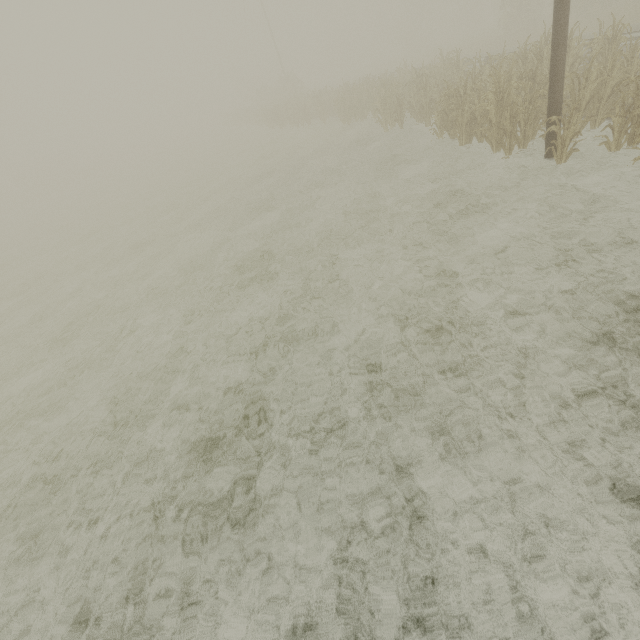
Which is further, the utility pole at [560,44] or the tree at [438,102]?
the tree at [438,102]

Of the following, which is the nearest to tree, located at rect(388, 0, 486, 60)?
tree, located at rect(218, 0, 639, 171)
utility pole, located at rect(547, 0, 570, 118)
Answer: tree, located at rect(218, 0, 639, 171)

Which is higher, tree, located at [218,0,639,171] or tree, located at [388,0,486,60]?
tree, located at [388,0,486,60]

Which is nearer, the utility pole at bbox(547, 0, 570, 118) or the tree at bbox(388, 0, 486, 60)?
the utility pole at bbox(547, 0, 570, 118)

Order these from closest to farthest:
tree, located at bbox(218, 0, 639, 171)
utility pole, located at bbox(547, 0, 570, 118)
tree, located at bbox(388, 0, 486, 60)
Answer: utility pole, located at bbox(547, 0, 570, 118) → tree, located at bbox(218, 0, 639, 171) → tree, located at bbox(388, 0, 486, 60)

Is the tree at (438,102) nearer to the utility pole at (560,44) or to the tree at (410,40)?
the utility pole at (560,44)

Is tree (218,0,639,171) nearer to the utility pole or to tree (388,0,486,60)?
the utility pole

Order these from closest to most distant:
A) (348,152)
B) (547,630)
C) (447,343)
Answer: (547,630), (447,343), (348,152)
